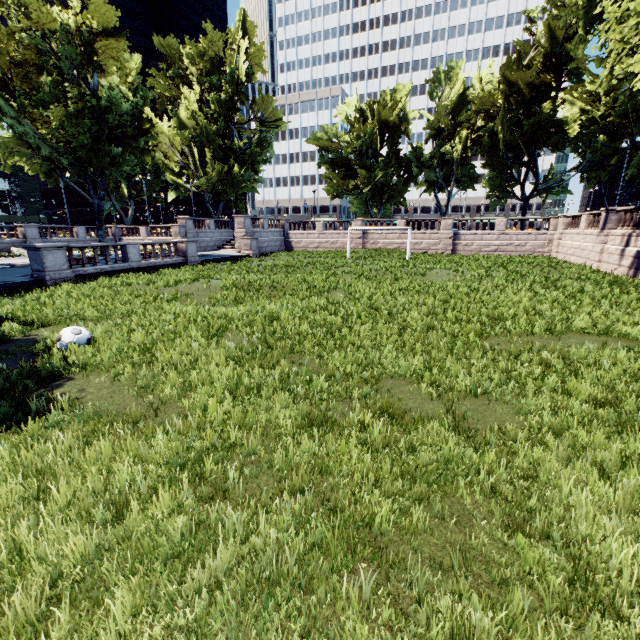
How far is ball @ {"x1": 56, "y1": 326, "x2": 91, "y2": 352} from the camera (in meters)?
7.36

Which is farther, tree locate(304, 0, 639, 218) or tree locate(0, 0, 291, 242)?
tree locate(0, 0, 291, 242)

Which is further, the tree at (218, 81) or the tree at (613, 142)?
the tree at (218, 81)

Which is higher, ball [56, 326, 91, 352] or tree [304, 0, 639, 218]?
tree [304, 0, 639, 218]

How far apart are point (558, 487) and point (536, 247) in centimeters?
3648cm

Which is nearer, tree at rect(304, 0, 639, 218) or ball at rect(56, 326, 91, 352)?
→ ball at rect(56, 326, 91, 352)

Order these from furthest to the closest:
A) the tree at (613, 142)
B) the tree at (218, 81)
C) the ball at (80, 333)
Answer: the tree at (218, 81) → the tree at (613, 142) → the ball at (80, 333)
